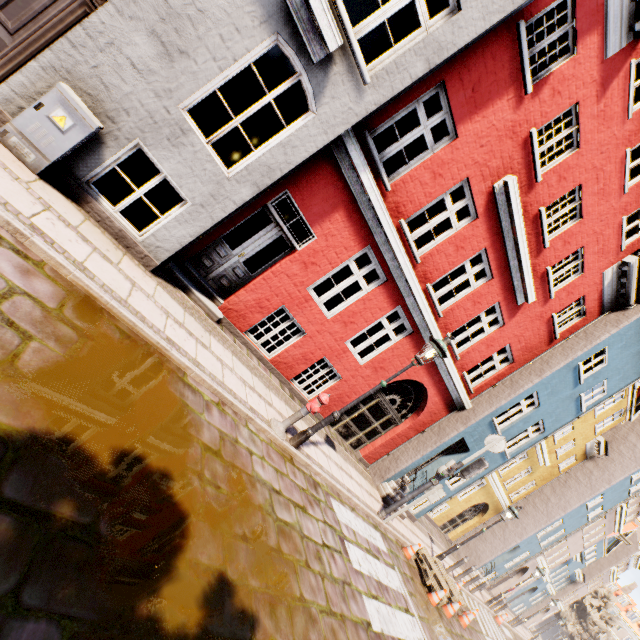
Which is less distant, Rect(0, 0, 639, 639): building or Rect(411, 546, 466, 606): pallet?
Rect(0, 0, 639, 639): building

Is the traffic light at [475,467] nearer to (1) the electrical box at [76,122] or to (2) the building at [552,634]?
(1) the electrical box at [76,122]

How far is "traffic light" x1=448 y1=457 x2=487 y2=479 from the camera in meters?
8.7 m

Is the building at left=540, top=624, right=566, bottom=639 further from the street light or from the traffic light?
the street light

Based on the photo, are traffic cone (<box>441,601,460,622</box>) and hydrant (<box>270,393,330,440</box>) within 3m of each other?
no

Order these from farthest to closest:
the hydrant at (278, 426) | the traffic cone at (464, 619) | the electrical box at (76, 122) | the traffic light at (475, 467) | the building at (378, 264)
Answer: the traffic cone at (464, 619), the traffic light at (475, 467), the hydrant at (278, 426), the building at (378, 264), the electrical box at (76, 122)

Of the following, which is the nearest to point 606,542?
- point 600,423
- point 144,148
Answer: point 600,423

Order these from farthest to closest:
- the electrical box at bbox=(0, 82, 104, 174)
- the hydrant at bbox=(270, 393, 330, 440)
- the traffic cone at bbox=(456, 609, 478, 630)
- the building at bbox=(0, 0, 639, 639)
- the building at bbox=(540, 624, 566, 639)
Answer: the building at bbox=(540, 624, 566, 639), the traffic cone at bbox=(456, 609, 478, 630), the hydrant at bbox=(270, 393, 330, 440), the building at bbox=(0, 0, 639, 639), the electrical box at bbox=(0, 82, 104, 174)
